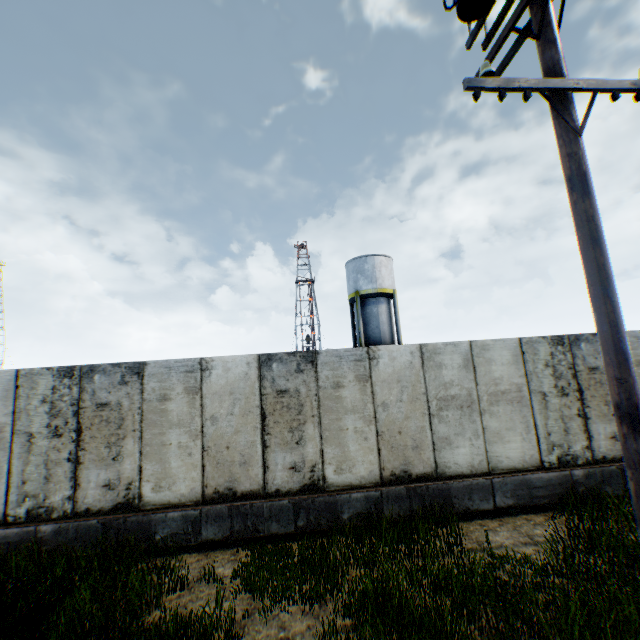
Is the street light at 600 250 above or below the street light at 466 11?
below

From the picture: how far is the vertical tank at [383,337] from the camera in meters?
25.7

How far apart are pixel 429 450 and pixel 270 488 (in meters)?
3.49

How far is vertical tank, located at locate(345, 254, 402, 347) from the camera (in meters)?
25.73

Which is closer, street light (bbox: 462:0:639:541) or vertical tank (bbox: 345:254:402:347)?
street light (bbox: 462:0:639:541)

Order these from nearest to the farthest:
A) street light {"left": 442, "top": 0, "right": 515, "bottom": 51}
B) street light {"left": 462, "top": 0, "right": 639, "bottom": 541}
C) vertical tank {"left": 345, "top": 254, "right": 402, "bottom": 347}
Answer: street light {"left": 462, "top": 0, "right": 639, "bottom": 541} → street light {"left": 442, "top": 0, "right": 515, "bottom": 51} → vertical tank {"left": 345, "top": 254, "right": 402, "bottom": 347}

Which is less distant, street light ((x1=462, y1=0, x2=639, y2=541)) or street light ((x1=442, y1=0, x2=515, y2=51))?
street light ((x1=462, y1=0, x2=639, y2=541))
